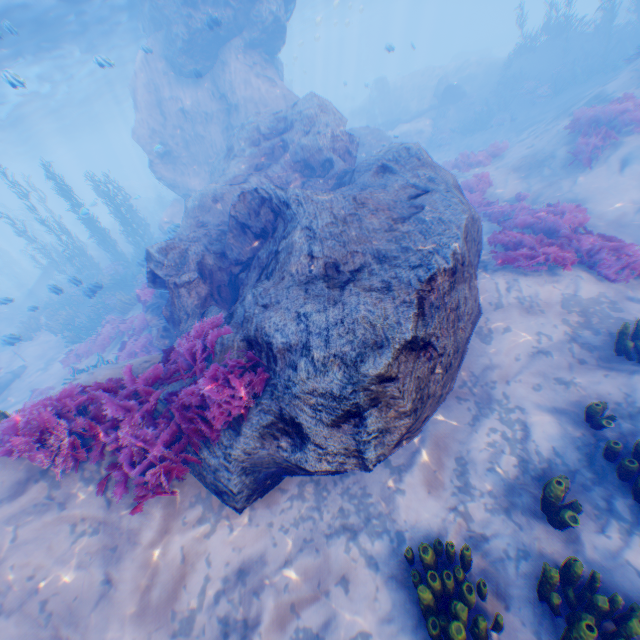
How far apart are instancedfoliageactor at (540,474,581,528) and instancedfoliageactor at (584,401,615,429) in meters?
1.3

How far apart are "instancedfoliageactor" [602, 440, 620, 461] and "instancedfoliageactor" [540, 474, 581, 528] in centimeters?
75cm

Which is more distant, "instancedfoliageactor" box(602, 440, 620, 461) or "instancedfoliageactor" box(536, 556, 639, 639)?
"instancedfoliageactor" box(602, 440, 620, 461)

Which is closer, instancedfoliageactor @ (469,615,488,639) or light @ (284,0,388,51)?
instancedfoliageactor @ (469,615,488,639)

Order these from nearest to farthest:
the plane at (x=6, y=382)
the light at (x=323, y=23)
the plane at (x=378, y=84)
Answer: the plane at (x=6, y=382) → the plane at (x=378, y=84) → the light at (x=323, y=23)

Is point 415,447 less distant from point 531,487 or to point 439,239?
point 531,487

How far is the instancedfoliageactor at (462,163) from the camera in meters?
14.9 m

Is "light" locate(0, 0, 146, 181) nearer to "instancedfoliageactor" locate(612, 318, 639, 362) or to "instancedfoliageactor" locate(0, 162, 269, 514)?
"instancedfoliageactor" locate(0, 162, 269, 514)
